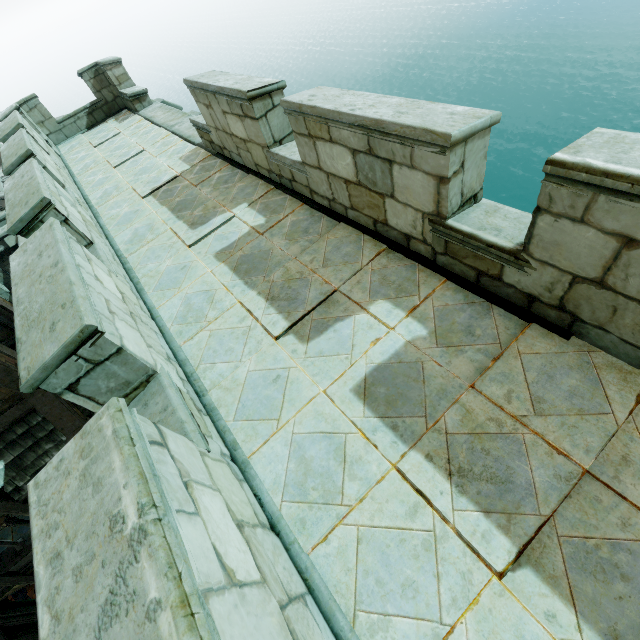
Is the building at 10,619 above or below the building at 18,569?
below

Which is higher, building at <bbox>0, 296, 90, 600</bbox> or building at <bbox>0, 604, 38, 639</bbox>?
building at <bbox>0, 296, 90, 600</bbox>

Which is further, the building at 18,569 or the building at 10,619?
the building at 10,619

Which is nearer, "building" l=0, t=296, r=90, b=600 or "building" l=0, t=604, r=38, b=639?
"building" l=0, t=296, r=90, b=600

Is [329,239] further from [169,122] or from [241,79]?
[169,122]
